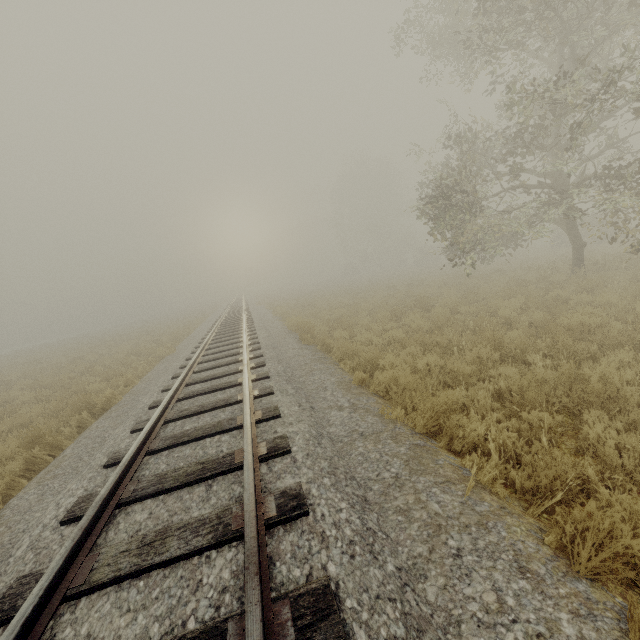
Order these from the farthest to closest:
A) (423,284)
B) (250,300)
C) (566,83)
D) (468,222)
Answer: (250,300) → (423,284) → (468,222) → (566,83)
